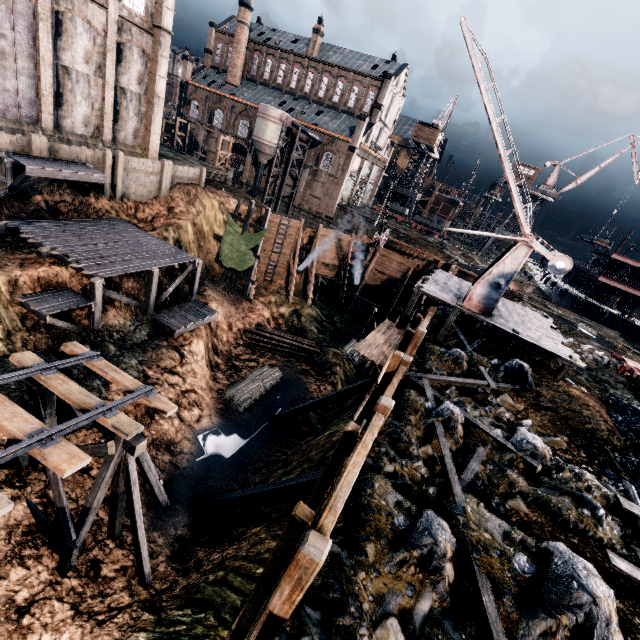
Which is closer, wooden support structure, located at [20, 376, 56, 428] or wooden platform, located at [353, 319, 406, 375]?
wooden support structure, located at [20, 376, 56, 428]

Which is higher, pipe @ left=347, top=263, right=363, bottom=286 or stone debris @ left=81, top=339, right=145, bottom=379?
pipe @ left=347, top=263, right=363, bottom=286

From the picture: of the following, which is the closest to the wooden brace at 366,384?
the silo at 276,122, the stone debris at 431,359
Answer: the stone debris at 431,359

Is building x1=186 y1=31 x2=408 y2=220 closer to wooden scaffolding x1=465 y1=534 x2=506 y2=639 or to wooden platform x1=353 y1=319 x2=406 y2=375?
wooden platform x1=353 y1=319 x2=406 y2=375

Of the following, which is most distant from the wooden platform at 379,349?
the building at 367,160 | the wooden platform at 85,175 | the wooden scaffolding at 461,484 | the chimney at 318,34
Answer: the chimney at 318,34

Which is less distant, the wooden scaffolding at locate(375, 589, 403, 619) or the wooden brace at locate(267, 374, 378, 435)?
the wooden scaffolding at locate(375, 589, 403, 619)

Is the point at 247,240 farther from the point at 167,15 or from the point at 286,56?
the point at 286,56

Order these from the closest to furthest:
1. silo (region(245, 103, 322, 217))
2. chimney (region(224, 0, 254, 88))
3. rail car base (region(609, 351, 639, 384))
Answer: rail car base (region(609, 351, 639, 384))
silo (region(245, 103, 322, 217))
chimney (region(224, 0, 254, 88))
